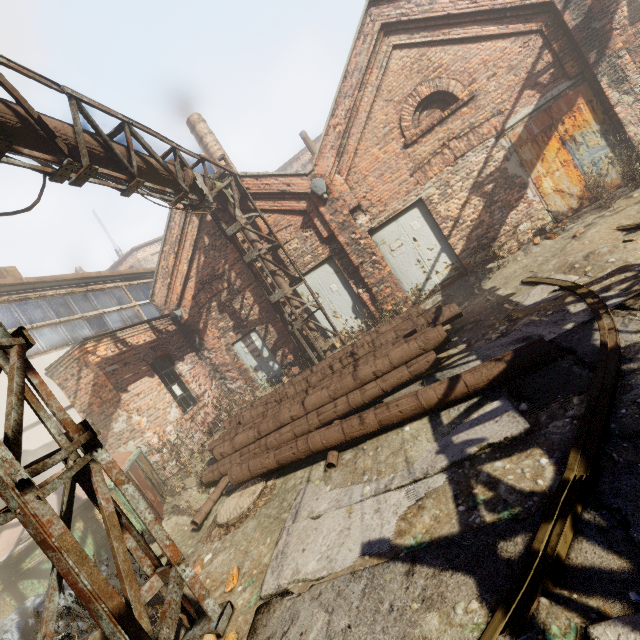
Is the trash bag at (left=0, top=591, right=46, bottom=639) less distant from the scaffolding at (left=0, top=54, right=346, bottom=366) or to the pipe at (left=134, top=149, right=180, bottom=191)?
A: the scaffolding at (left=0, top=54, right=346, bottom=366)

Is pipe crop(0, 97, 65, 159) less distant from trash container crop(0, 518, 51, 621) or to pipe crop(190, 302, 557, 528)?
pipe crop(190, 302, 557, 528)

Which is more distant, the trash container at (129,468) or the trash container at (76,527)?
the trash container at (129,468)

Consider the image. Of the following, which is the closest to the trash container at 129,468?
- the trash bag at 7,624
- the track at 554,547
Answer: the trash bag at 7,624

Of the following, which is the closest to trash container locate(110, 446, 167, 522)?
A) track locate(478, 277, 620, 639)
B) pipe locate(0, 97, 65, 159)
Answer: track locate(478, 277, 620, 639)

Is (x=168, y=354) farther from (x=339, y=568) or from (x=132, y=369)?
(x=339, y=568)

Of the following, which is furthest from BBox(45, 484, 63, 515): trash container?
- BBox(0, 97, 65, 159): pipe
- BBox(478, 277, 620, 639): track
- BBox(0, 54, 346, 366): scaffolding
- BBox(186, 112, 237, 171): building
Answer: BBox(186, 112, 237, 171): building

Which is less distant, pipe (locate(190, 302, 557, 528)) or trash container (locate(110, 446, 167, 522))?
pipe (locate(190, 302, 557, 528))
